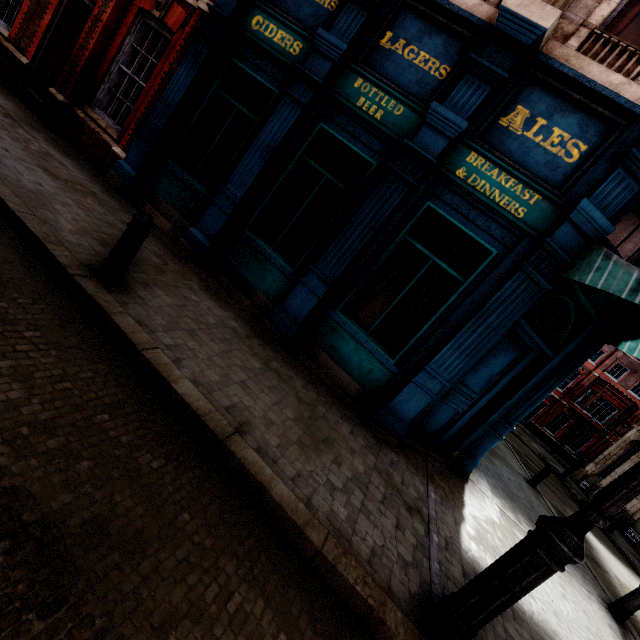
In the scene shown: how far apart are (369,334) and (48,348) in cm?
624

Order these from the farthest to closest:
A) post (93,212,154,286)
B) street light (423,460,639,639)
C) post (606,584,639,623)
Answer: post (606,584,639,623)
post (93,212,154,286)
street light (423,460,639,639)

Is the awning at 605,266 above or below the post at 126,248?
above

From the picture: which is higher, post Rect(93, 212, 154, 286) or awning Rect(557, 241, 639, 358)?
awning Rect(557, 241, 639, 358)

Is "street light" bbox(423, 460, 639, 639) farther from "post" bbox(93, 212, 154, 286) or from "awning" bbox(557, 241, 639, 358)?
"post" bbox(93, 212, 154, 286)

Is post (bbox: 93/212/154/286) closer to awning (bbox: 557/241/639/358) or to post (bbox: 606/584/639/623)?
awning (bbox: 557/241/639/358)

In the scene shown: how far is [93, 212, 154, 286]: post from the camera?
3.67m

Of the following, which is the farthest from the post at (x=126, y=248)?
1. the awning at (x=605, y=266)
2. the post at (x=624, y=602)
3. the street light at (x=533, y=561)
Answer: the post at (x=624, y=602)
